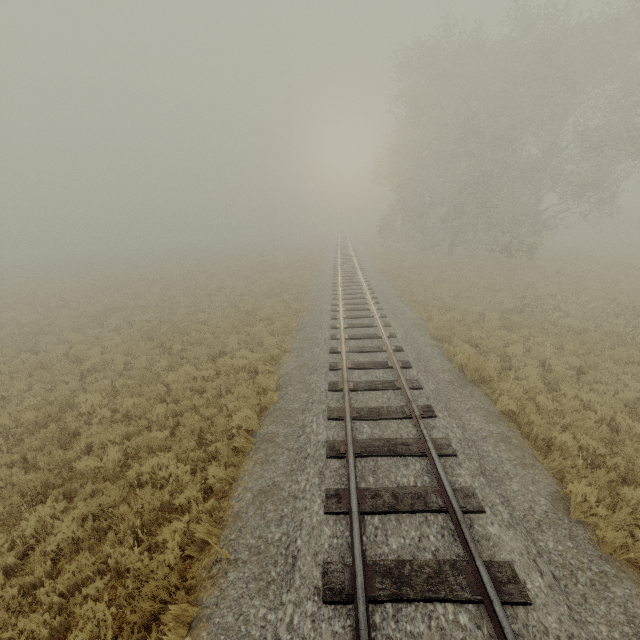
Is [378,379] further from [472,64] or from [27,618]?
[472,64]
